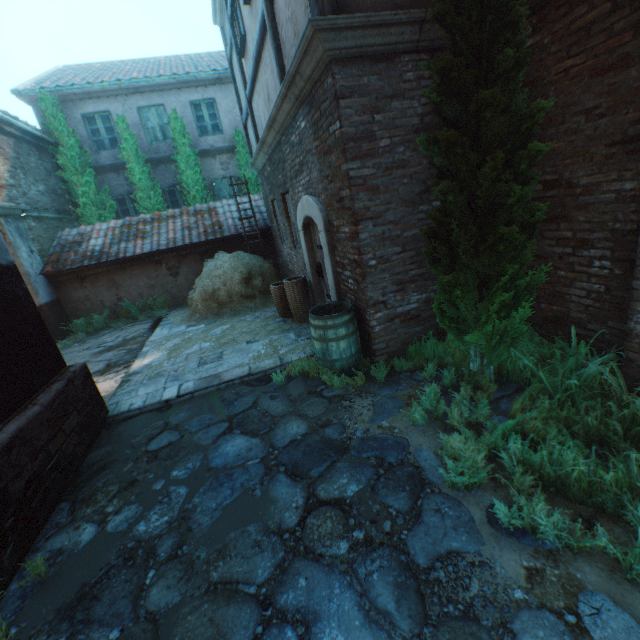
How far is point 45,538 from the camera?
2.9 meters

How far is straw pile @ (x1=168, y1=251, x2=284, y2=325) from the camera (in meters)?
8.67

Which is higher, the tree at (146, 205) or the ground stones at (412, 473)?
the tree at (146, 205)

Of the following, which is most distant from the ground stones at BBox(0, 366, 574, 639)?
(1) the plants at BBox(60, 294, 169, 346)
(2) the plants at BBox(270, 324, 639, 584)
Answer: (1) the plants at BBox(60, 294, 169, 346)

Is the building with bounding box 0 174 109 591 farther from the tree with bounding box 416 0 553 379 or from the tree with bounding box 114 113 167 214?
the tree with bounding box 114 113 167 214

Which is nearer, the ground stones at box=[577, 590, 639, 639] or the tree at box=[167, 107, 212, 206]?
the ground stones at box=[577, 590, 639, 639]

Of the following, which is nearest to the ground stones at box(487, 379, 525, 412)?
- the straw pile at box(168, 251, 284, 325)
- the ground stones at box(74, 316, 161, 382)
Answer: the ground stones at box(74, 316, 161, 382)

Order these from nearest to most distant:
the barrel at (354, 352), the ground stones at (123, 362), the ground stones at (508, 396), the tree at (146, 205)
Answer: the ground stones at (508, 396), the barrel at (354, 352), the ground stones at (123, 362), the tree at (146, 205)
